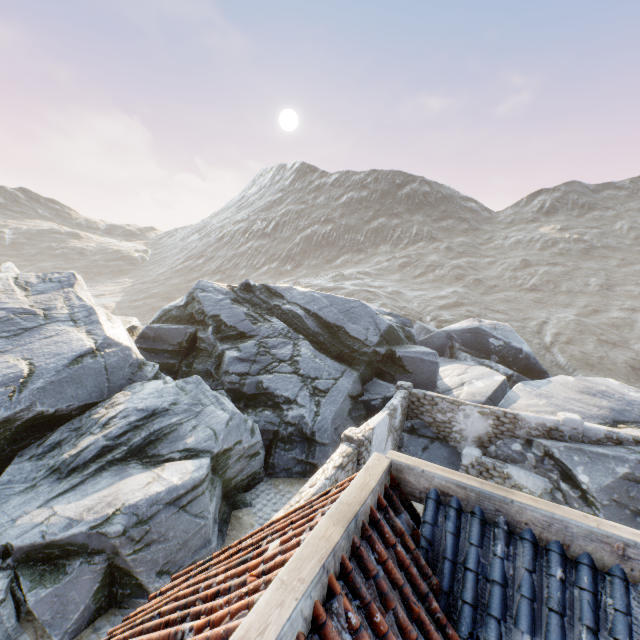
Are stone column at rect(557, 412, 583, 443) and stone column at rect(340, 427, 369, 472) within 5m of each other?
no

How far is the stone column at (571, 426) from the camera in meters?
12.2 m

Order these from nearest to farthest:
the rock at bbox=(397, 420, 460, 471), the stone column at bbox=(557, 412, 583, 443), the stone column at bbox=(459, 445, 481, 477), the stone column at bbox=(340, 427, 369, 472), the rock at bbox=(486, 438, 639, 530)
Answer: the stone column at bbox=(340, 427, 369, 472) → the rock at bbox=(486, 438, 639, 530) → the stone column at bbox=(557, 412, 583, 443) → the stone column at bbox=(459, 445, 481, 477) → the rock at bbox=(397, 420, 460, 471)

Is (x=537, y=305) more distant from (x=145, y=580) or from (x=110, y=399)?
(x=145, y=580)

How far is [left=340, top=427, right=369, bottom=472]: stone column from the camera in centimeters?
941cm

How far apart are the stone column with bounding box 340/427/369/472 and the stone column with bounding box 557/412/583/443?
8.2m

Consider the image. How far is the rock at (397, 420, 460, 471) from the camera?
13.8m

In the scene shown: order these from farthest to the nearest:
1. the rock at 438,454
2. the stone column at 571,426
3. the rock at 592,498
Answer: the rock at 438,454
the stone column at 571,426
the rock at 592,498
